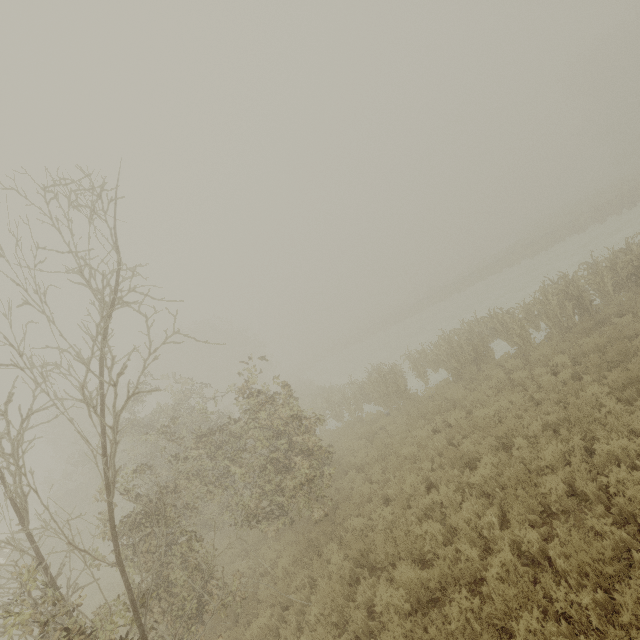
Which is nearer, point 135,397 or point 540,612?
point 540,612

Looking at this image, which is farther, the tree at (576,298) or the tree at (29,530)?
the tree at (576,298)

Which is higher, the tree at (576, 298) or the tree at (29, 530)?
the tree at (29, 530)

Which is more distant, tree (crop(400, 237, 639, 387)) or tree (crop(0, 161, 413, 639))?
tree (crop(400, 237, 639, 387))

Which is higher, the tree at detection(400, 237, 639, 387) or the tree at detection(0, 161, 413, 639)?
the tree at detection(0, 161, 413, 639)
